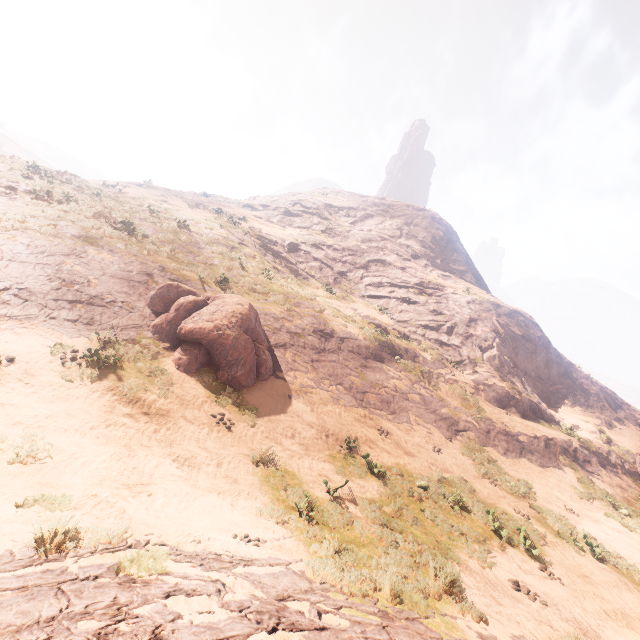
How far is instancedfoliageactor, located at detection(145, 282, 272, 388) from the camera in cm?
1170

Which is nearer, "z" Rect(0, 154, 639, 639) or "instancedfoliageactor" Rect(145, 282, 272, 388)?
"z" Rect(0, 154, 639, 639)

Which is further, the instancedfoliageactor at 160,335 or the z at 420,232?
the instancedfoliageactor at 160,335

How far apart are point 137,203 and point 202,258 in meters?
6.9

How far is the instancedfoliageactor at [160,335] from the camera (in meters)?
11.70
